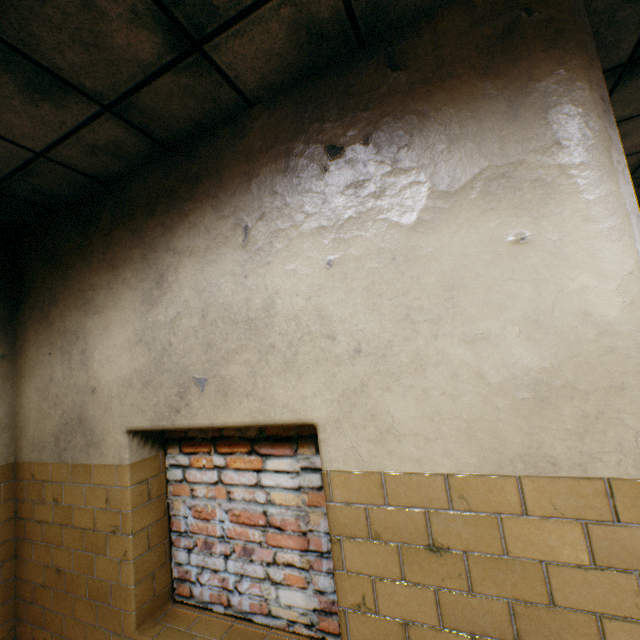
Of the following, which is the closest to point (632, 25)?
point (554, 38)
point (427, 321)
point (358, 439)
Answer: point (554, 38)
